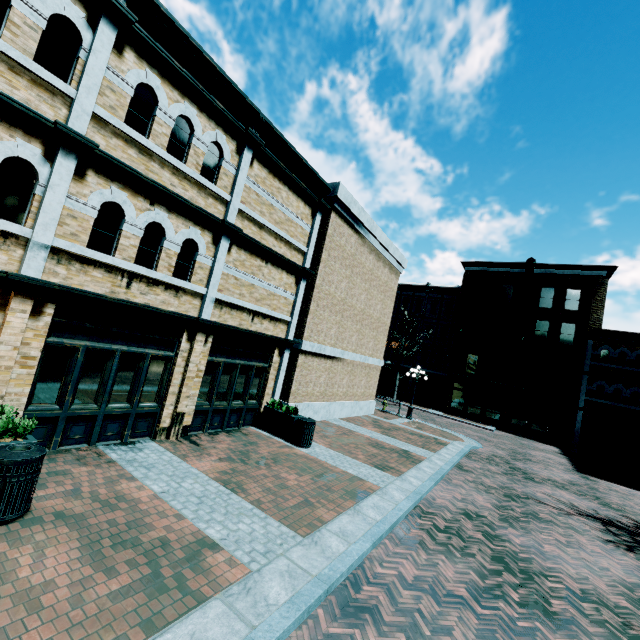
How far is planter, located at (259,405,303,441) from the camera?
10.8 meters

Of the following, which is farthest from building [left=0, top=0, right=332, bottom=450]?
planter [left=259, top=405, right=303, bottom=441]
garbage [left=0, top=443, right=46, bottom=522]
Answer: garbage [left=0, top=443, right=46, bottom=522]

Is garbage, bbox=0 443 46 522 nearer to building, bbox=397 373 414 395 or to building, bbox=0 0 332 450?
building, bbox=0 0 332 450

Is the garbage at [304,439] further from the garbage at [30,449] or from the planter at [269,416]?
the garbage at [30,449]

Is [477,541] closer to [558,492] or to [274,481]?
[274,481]

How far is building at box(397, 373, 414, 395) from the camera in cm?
3678

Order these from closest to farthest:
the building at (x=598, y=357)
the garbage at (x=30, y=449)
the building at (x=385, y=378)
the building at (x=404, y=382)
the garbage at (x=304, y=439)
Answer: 1. the garbage at (x=30, y=449)
2. the garbage at (x=304, y=439)
3. the building at (x=598, y=357)
4. the building at (x=404, y=382)
5. the building at (x=385, y=378)
